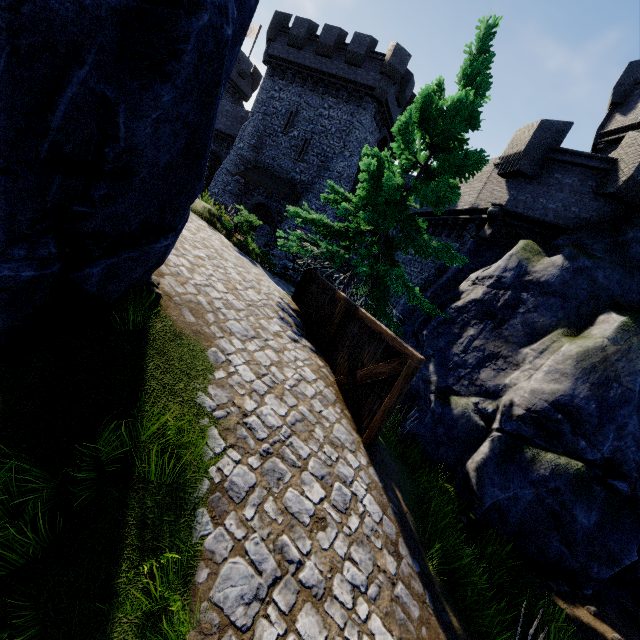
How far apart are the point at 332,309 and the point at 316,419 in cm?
355

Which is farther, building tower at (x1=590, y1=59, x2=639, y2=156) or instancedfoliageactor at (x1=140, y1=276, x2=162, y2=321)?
building tower at (x1=590, y1=59, x2=639, y2=156)

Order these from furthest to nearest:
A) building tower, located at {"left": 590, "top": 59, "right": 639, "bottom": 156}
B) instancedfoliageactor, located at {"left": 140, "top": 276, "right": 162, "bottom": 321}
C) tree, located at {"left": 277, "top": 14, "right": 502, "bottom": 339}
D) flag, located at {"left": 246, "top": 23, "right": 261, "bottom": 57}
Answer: flag, located at {"left": 246, "top": 23, "right": 261, "bottom": 57}
building tower, located at {"left": 590, "top": 59, "right": 639, "bottom": 156}
tree, located at {"left": 277, "top": 14, "right": 502, "bottom": 339}
instancedfoliageactor, located at {"left": 140, "top": 276, "right": 162, "bottom": 321}

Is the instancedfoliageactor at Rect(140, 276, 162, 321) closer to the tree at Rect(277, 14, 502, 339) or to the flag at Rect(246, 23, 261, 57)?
the tree at Rect(277, 14, 502, 339)

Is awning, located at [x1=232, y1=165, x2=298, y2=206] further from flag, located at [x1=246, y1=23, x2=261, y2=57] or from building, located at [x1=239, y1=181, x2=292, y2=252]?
flag, located at [x1=246, y1=23, x2=261, y2=57]

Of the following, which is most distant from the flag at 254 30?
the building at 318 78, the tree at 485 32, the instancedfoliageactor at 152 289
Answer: the instancedfoliageactor at 152 289

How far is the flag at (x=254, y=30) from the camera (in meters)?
35.44

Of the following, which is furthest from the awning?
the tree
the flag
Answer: the flag
